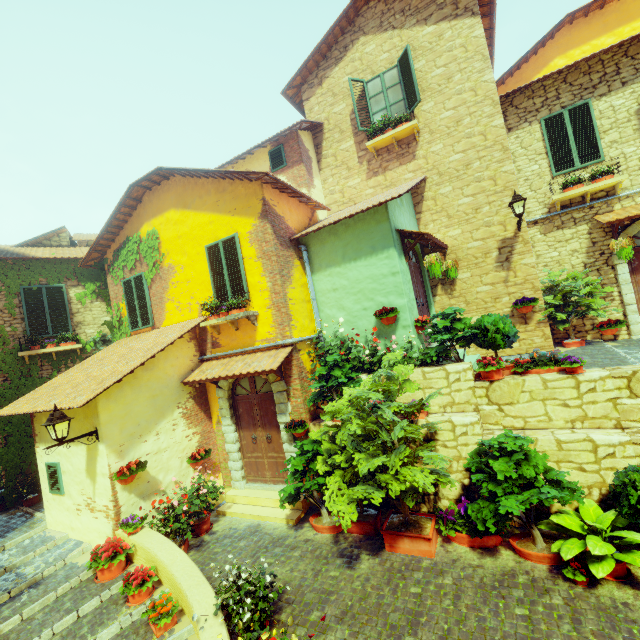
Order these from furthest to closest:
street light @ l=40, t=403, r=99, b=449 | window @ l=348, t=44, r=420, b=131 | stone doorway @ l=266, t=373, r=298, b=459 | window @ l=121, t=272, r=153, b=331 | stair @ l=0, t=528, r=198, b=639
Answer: window @ l=121, t=272, r=153, b=331, window @ l=348, t=44, r=420, b=131, stone doorway @ l=266, t=373, r=298, b=459, street light @ l=40, t=403, r=99, b=449, stair @ l=0, t=528, r=198, b=639

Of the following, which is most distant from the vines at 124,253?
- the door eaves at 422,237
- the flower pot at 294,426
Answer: the door eaves at 422,237

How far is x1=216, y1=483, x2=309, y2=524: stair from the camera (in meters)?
7.14

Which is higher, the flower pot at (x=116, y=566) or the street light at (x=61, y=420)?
the street light at (x=61, y=420)

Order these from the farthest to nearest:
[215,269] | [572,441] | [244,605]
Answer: [215,269]
[572,441]
[244,605]

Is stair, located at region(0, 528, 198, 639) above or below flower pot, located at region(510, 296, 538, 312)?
below

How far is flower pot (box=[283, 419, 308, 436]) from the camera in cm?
717

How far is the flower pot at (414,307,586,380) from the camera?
5.79m
